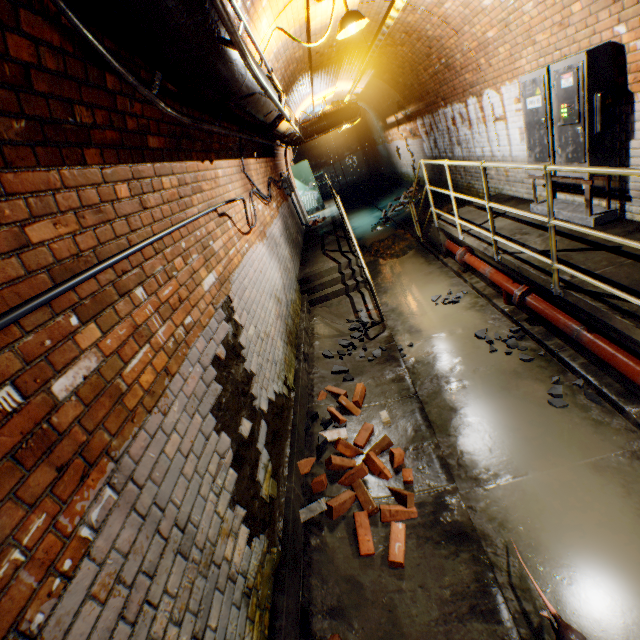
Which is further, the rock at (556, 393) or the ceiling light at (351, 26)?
the ceiling light at (351, 26)

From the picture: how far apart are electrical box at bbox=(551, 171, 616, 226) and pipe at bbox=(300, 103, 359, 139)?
6.1 meters

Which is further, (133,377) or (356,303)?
(356,303)

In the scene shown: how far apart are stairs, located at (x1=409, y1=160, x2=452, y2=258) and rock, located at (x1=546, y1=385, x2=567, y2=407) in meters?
4.1

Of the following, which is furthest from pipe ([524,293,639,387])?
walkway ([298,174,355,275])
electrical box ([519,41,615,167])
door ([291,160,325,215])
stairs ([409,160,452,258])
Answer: door ([291,160,325,215])

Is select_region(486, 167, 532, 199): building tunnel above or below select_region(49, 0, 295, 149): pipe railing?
below

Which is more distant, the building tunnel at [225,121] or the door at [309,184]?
the door at [309,184]

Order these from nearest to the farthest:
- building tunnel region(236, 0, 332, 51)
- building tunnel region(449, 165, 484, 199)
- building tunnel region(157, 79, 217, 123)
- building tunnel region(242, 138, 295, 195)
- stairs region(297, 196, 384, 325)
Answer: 1. building tunnel region(157, 79, 217, 123)
2. building tunnel region(236, 0, 332, 51)
3. building tunnel region(242, 138, 295, 195)
4. stairs region(297, 196, 384, 325)
5. building tunnel region(449, 165, 484, 199)
